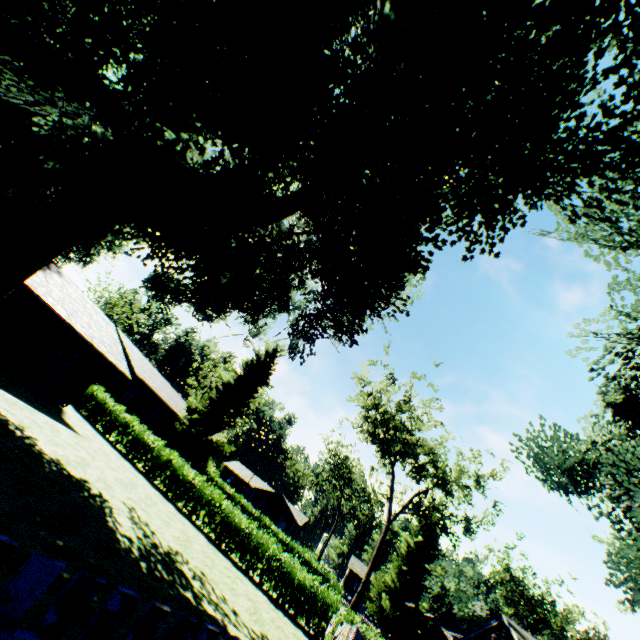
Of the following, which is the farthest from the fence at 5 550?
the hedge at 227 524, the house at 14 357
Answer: the house at 14 357

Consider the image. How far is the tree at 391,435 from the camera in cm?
2795

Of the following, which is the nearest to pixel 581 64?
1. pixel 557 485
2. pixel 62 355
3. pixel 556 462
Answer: pixel 556 462

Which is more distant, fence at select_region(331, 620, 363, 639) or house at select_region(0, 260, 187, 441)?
house at select_region(0, 260, 187, 441)

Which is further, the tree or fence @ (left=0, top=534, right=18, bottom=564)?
the tree

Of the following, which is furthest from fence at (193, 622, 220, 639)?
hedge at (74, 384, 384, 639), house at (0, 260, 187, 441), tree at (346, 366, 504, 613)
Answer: house at (0, 260, 187, 441)

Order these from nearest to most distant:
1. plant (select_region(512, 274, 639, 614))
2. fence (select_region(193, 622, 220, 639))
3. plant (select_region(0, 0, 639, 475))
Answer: fence (select_region(193, 622, 220, 639))
plant (select_region(0, 0, 639, 475))
plant (select_region(512, 274, 639, 614))
